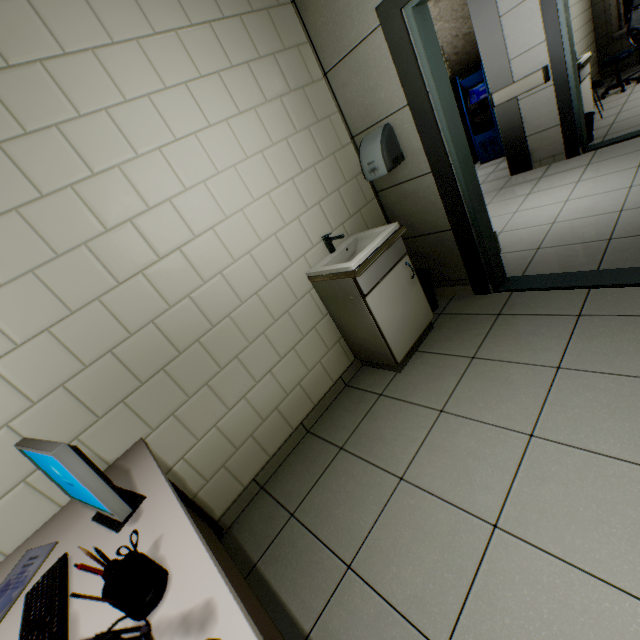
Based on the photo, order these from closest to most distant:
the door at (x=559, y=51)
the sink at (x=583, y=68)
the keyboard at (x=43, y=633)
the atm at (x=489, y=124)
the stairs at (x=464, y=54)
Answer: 1. the keyboard at (x=43, y=633)
2. the door at (x=559, y=51)
3. the sink at (x=583, y=68)
4. the stairs at (x=464, y=54)
5. the atm at (x=489, y=124)

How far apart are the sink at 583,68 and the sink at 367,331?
4.3 meters

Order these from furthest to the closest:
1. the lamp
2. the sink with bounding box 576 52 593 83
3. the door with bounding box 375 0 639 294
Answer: the sink with bounding box 576 52 593 83 → the door with bounding box 375 0 639 294 → the lamp

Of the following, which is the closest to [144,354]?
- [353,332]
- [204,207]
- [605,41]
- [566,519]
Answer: [204,207]

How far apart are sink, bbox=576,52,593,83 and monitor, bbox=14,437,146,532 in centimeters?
654cm

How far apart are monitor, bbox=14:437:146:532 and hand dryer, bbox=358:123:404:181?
2.46m

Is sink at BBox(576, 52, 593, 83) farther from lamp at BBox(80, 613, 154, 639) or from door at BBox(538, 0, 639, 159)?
lamp at BBox(80, 613, 154, 639)

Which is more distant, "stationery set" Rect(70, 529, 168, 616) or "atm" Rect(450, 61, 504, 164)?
"atm" Rect(450, 61, 504, 164)
